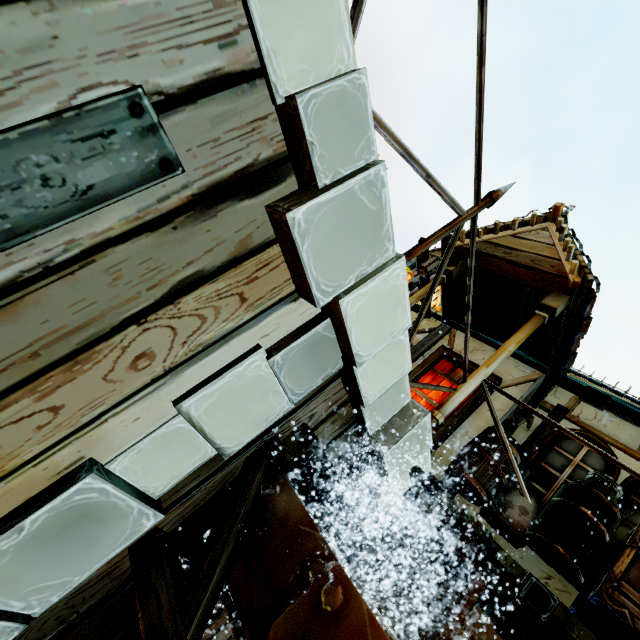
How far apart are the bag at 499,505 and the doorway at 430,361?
1.0m

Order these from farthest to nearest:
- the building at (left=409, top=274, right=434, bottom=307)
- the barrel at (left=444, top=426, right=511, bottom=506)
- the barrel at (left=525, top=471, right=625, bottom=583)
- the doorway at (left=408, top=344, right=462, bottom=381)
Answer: the doorway at (left=408, top=344, right=462, bottom=381), the building at (left=409, top=274, right=434, bottom=307), the barrel at (left=444, top=426, right=511, bottom=506), the barrel at (left=525, top=471, right=625, bottom=583)

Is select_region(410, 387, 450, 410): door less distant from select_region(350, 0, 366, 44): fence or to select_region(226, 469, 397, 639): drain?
select_region(350, 0, 366, 44): fence

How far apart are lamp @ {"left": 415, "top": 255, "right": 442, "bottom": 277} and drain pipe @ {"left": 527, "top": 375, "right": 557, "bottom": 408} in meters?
2.3

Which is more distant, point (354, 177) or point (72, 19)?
point (354, 177)

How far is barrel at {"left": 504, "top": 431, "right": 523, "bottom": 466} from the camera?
3.8 meters

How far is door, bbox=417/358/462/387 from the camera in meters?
5.6 m

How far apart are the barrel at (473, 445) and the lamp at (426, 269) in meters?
2.4
